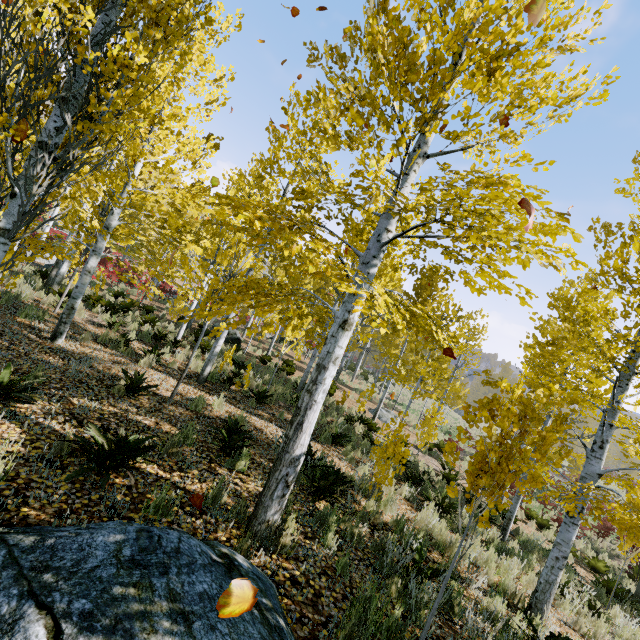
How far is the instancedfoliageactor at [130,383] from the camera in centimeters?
593cm

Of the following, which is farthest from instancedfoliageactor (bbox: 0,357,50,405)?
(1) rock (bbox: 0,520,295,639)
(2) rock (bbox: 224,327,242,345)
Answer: (2) rock (bbox: 224,327,242,345)

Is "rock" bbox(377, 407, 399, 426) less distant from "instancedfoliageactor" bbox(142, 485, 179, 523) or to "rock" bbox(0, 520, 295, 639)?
"instancedfoliageactor" bbox(142, 485, 179, 523)

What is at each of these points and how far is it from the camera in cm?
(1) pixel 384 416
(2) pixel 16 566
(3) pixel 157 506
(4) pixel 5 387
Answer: (1) rock, 1814
(2) rock, 210
(3) instancedfoliageactor, 341
(4) instancedfoliageactor, 410

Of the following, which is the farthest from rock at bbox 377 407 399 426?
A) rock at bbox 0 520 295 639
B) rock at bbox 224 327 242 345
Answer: rock at bbox 0 520 295 639

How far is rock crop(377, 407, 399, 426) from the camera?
17.5 meters

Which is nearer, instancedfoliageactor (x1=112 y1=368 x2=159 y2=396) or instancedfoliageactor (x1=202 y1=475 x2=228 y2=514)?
instancedfoliageactor (x1=202 y1=475 x2=228 y2=514)

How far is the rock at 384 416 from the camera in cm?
1752
